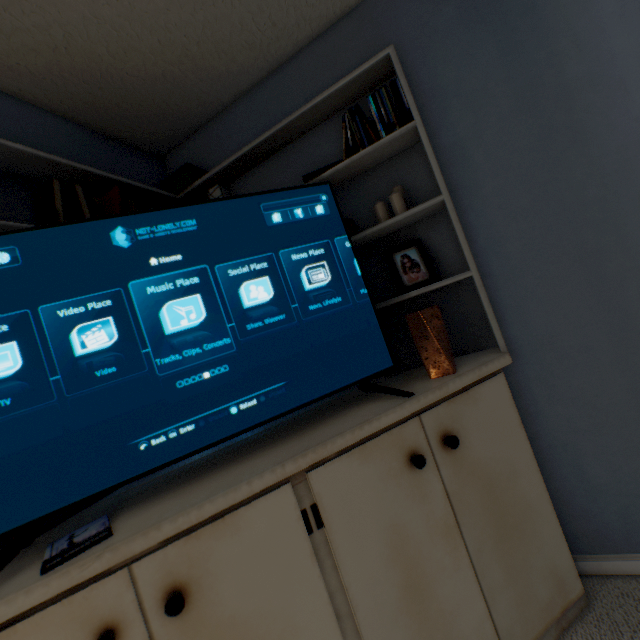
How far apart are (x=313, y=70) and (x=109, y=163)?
1.1m

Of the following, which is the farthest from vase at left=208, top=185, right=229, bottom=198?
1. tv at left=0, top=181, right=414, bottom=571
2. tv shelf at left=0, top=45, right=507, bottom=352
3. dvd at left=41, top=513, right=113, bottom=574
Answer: dvd at left=41, top=513, right=113, bottom=574

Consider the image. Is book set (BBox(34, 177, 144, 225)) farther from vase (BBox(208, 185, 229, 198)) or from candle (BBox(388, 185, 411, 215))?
candle (BBox(388, 185, 411, 215))

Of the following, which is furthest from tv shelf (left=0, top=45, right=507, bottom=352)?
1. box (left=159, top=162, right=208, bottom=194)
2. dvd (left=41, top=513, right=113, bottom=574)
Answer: dvd (left=41, top=513, right=113, bottom=574)

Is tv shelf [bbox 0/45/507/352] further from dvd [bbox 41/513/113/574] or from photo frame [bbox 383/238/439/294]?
dvd [bbox 41/513/113/574]

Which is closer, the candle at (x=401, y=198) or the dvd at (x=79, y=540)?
the dvd at (x=79, y=540)

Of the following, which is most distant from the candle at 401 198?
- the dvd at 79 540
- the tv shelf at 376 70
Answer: the dvd at 79 540

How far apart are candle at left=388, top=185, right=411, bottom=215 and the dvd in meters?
1.3 m
